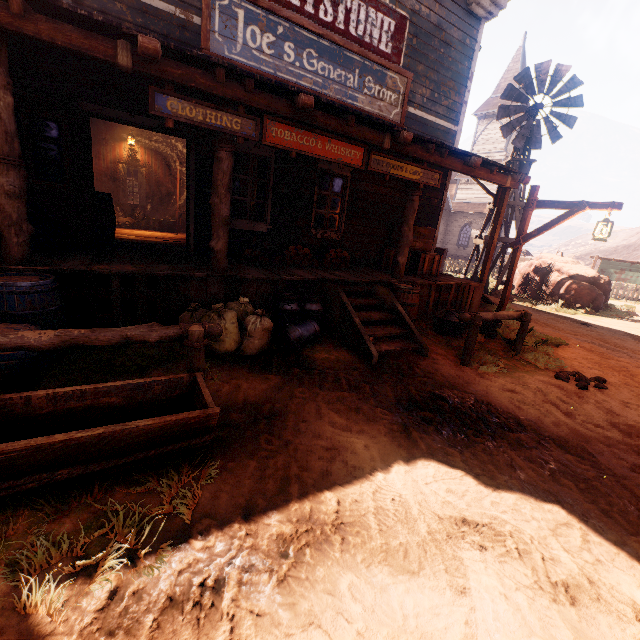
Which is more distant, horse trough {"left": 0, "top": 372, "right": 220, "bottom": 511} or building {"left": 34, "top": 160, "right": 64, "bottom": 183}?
building {"left": 34, "top": 160, "right": 64, "bottom": 183}

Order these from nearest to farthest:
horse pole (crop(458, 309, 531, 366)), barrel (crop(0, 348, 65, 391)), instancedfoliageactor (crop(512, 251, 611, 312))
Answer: barrel (crop(0, 348, 65, 391)), horse pole (crop(458, 309, 531, 366)), instancedfoliageactor (crop(512, 251, 611, 312))

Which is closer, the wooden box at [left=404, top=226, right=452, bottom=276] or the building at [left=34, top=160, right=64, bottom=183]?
the building at [left=34, top=160, right=64, bottom=183]

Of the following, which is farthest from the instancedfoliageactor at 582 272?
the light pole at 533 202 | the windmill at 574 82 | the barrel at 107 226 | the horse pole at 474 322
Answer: the barrel at 107 226

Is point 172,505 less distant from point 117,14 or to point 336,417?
point 336,417

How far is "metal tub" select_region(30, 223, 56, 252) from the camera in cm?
471

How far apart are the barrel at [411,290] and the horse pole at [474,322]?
1.25m

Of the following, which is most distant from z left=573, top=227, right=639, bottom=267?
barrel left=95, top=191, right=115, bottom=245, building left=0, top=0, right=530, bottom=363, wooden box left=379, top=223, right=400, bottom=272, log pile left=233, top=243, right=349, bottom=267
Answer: barrel left=95, top=191, right=115, bottom=245
